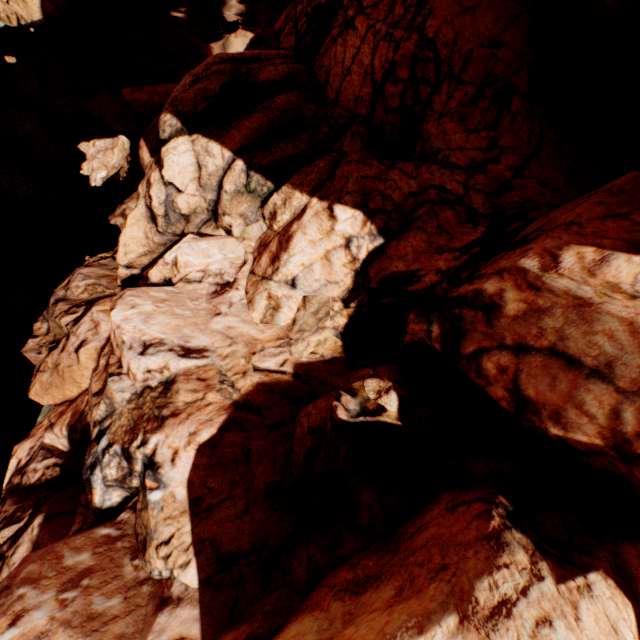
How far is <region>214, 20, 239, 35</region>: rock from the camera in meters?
22.5 m

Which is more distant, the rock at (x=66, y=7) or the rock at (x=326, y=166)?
the rock at (x=66, y=7)

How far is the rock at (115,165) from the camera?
13.2 meters

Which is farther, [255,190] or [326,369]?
[255,190]

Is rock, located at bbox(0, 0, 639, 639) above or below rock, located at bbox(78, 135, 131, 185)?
above

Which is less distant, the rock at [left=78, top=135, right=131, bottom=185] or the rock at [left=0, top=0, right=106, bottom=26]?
the rock at [left=78, top=135, right=131, bottom=185]

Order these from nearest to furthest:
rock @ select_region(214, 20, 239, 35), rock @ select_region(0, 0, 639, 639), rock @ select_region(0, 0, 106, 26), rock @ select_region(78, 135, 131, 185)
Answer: rock @ select_region(0, 0, 639, 639) < rock @ select_region(78, 135, 131, 185) < rock @ select_region(0, 0, 106, 26) < rock @ select_region(214, 20, 239, 35)
